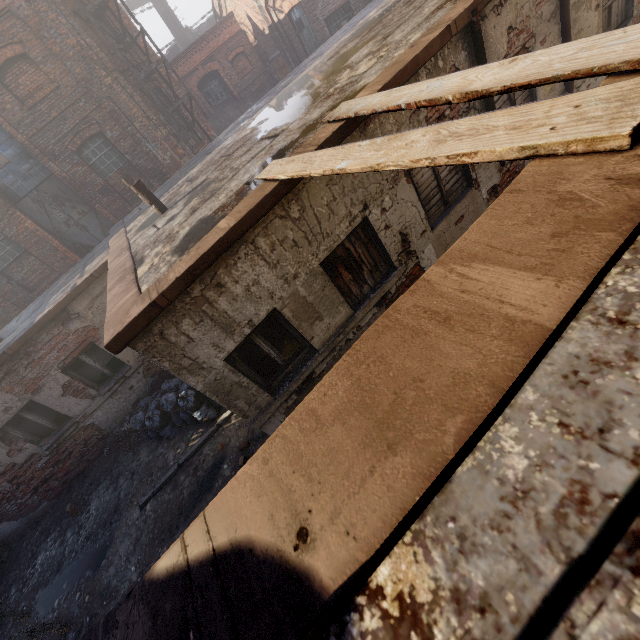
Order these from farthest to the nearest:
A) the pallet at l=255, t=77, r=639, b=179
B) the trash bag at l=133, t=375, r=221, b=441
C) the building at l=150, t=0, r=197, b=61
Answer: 1. the building at l=150, t=0, r=197, b=61
2. the trash bag at l=133, t=375, r=221, b=441
3. the pallet at l=255, t=77, r=639, b=179

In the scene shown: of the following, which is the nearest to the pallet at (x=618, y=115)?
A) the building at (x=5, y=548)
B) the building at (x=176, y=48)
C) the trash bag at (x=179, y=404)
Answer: the trash bag at (x=179, y=404)

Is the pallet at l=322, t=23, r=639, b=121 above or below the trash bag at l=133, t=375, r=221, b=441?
above

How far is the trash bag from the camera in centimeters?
736cm

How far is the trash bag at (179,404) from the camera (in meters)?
7.36

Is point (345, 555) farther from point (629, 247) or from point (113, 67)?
point (113, 67)

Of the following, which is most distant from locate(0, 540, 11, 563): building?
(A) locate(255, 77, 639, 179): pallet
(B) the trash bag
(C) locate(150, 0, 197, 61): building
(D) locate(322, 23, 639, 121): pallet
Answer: (C) locate(150, 0, 197, 61): building

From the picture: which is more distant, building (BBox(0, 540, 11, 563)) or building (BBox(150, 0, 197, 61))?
building (BBox(150, 0, 197, 61))
